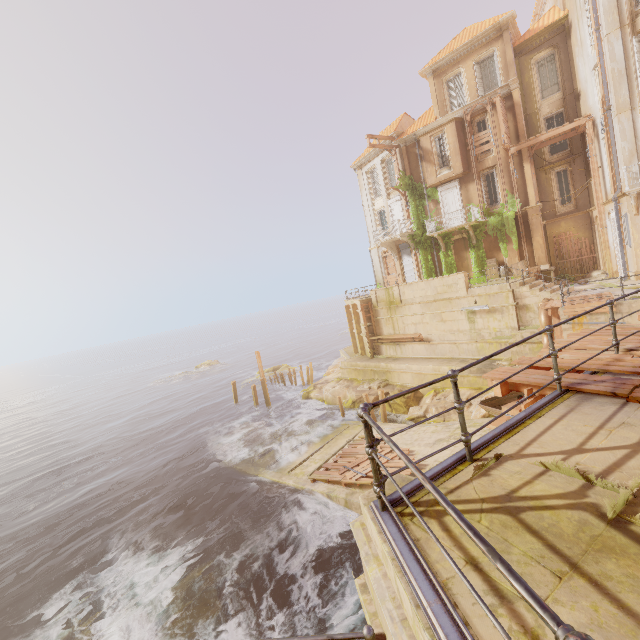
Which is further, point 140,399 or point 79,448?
point 140,399

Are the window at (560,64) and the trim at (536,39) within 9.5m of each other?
yes

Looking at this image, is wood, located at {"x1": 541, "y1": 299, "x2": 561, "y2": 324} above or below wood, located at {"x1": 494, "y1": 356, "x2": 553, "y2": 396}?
below

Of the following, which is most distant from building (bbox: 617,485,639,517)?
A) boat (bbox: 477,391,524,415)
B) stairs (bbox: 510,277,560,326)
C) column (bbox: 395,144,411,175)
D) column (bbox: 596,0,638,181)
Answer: column (bbox: 395,144,411,175)

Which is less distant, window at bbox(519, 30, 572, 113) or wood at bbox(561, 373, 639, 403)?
wood at bbox(561, 373, 639, 403)

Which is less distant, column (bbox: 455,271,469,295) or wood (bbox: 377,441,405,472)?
wood (bbox: 377,441,405,472)

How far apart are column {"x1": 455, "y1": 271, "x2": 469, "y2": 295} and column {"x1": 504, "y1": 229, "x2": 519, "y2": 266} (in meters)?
5.08

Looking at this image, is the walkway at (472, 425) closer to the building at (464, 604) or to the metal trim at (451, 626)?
the building at (464, 604)
